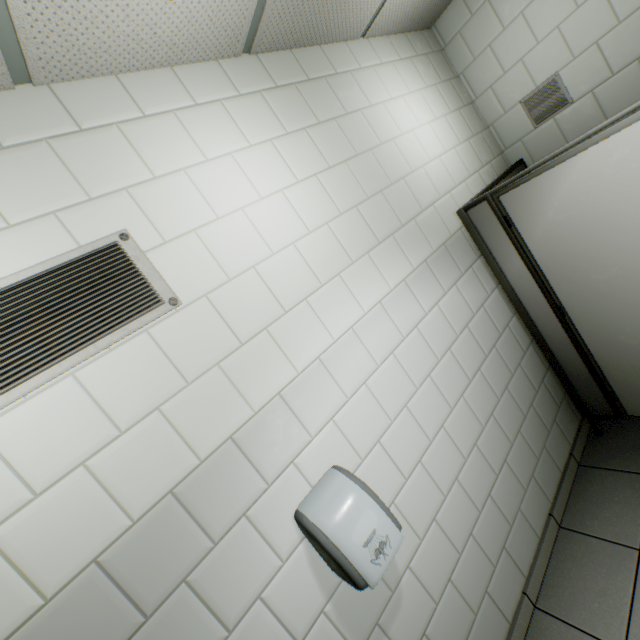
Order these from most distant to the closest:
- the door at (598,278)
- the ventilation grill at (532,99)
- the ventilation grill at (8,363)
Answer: the ventilation grill at (532,99) → the door at (598,278) → the ventilation grill at (8,363)

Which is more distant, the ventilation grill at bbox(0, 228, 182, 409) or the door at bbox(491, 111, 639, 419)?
the door at bbox(491, 111, 639, 419)

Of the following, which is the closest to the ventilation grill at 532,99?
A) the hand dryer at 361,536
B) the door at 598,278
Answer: the door at 598,278

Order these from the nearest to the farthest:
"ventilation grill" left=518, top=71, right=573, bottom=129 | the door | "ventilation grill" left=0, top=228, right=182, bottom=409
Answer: "ventilation grill" left=0, top=228, right=182, bottom=409
the door
"ventilation grill" left=518, top=71, right=573, bottom=129

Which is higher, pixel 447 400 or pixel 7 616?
pixel 7 616

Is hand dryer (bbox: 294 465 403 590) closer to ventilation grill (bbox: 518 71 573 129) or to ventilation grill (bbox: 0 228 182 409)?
ventilation grill (bbox: 0 228 182 409)

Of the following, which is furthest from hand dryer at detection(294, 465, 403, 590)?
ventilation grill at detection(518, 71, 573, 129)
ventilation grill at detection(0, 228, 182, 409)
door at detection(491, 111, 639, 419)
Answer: ventilation grill at detection(518, 71, 573, 129)

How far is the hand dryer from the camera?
1.1m
